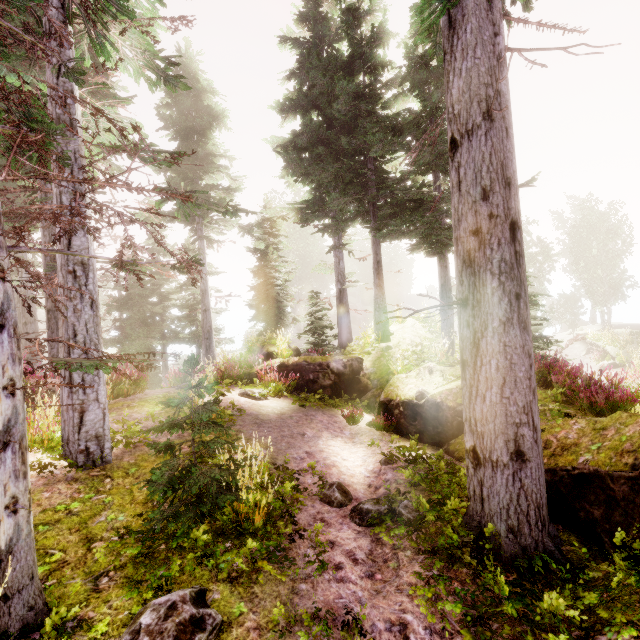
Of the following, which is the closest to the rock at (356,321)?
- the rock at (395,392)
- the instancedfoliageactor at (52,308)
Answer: the instancedfoliageactor at (52,308)

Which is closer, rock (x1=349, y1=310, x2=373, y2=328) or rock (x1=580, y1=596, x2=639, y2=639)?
rock (x1=580, y1=596, x2=639, y2=639)

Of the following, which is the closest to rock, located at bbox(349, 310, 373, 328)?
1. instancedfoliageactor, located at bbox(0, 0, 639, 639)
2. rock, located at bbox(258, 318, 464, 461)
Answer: instancedfoliageactor, located at bbox(0, 0, 639, 639)

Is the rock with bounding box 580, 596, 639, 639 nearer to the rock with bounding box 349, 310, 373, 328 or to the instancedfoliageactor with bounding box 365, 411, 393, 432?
the instancedfoliageactor with bounding box 365, 411, 393, 432

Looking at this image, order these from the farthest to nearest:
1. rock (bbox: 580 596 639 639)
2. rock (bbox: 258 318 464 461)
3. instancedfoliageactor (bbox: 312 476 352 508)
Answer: rock (bbox: 258 318 464 461) → instancedfoliageactor (bbox: 312 476 352 508) → rock (bbox: 580 596 639 639)

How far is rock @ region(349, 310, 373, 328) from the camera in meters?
52.4

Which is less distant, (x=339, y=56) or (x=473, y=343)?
(x=473, y=343)
